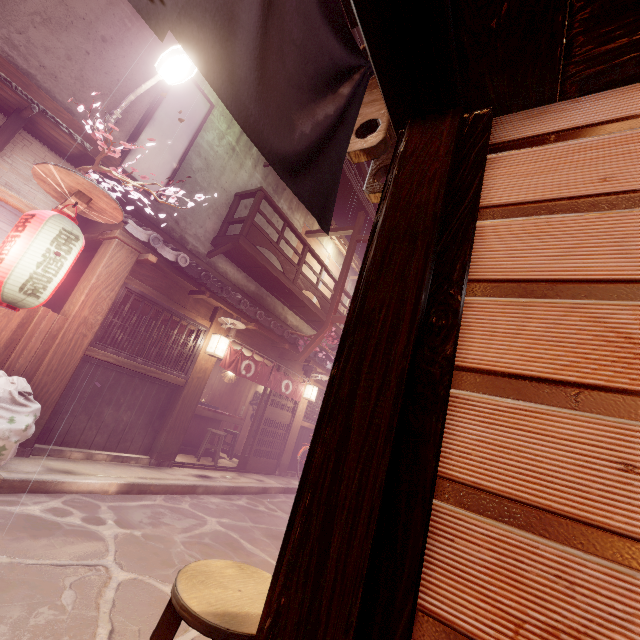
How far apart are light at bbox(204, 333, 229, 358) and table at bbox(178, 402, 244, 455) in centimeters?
417cm

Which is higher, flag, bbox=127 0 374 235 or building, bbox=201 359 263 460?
flag, bbox=127 0 374 235

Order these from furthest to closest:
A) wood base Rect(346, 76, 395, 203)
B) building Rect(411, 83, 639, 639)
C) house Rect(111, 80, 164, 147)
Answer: house Rect(111, 80, 164, 147) < wood base Rect(346, 76, 395, 203) < building Rect(411, 83, 639, 639)

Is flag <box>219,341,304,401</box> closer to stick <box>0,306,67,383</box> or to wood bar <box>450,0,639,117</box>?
stick <box>0,306,67,383</box>

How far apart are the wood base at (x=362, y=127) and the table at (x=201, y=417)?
14.21m

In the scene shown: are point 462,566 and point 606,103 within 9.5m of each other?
yes

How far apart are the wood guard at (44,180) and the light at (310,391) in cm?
1219

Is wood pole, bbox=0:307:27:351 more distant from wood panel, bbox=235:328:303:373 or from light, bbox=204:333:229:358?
wood panel, bbox=235:328:303:373
